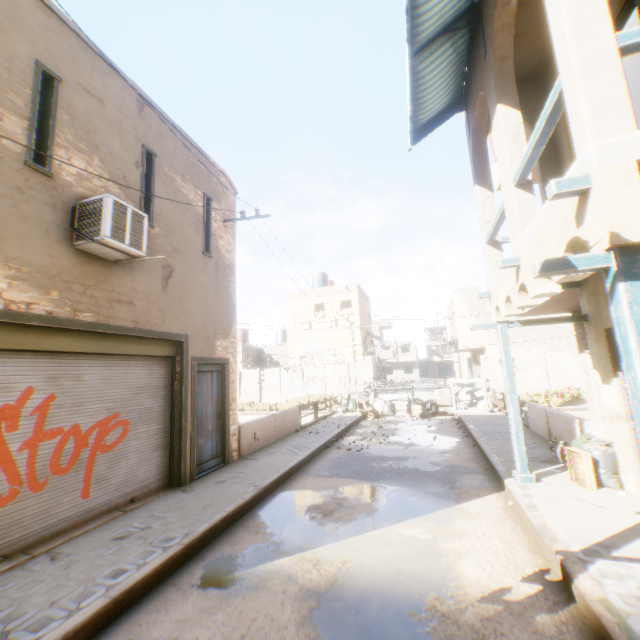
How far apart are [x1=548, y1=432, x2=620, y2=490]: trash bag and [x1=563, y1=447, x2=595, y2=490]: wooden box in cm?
8

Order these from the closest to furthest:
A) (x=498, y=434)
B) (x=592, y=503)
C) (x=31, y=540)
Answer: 1. (x=31, y=540)
2. (x=592, y=503)
3. (x=498, y=434)

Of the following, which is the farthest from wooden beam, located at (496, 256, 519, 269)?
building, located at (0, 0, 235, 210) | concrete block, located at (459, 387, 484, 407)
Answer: concrete block, located at (459, 387, 484, 407)

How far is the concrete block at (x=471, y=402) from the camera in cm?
1666

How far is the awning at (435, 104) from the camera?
5.99m

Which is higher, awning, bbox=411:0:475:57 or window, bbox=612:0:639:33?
awning, bbox=411:0:475:57

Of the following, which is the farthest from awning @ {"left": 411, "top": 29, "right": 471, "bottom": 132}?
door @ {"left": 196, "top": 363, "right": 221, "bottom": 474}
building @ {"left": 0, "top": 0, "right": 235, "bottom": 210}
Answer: door @ {"left": 196, "top": 363, "right": 221, "bottom": 474}

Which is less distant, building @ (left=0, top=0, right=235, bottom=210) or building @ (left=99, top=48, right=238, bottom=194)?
building @ (left=0, top=0, right=235, bottom=210)
